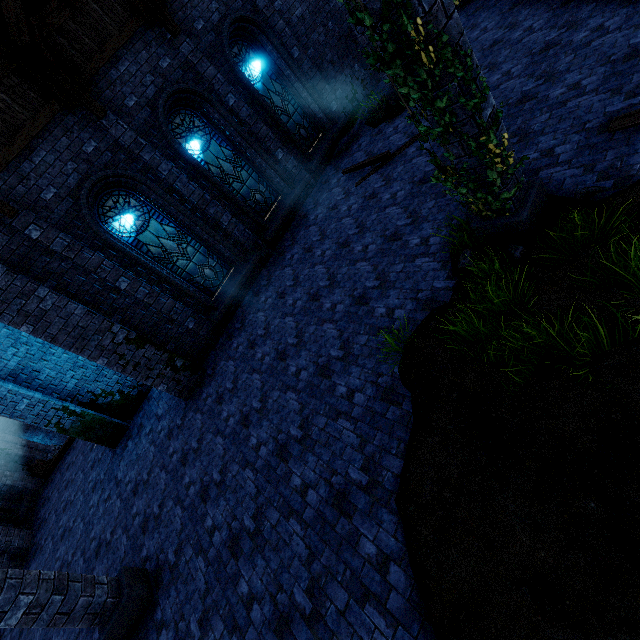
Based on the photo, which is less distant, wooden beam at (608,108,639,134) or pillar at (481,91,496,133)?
pillar at (481,91,496,133)

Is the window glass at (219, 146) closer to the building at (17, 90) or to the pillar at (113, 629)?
the building at (17, 90)

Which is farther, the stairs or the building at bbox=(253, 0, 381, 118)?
the stairs

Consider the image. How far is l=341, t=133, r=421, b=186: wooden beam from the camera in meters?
8.1 m

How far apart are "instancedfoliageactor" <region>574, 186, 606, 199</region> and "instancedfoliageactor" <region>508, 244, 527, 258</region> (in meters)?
0.94

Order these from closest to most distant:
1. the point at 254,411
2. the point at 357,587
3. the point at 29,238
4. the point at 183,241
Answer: the point at 357,587, the point at 254,411, the point at 29,238, the point at 183,241

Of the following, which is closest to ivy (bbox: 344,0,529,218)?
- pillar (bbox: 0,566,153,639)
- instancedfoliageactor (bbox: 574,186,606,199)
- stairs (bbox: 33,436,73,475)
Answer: instancedfoliageactor (bbox: 574,186,606,199)

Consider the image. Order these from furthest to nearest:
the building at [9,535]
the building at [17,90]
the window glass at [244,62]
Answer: the building at [9,535]
the window glass at [244,62]
the building at [17,90]
